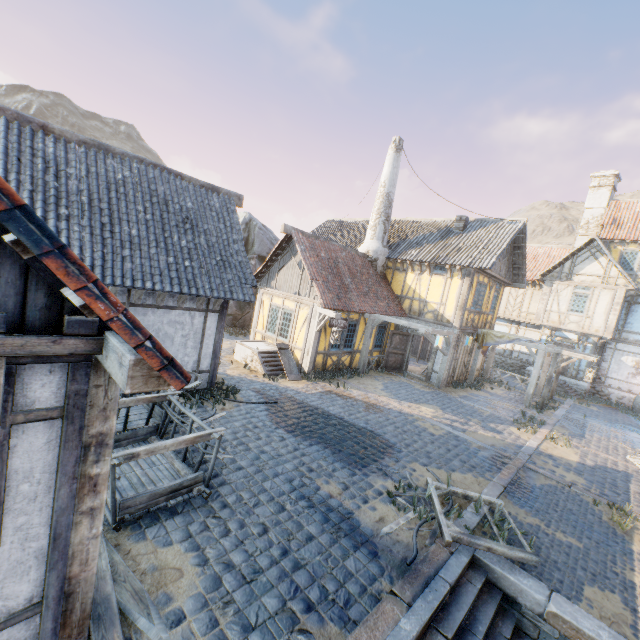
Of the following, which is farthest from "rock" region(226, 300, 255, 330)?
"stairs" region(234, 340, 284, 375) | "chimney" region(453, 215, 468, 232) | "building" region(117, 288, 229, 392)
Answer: "chimney" region(453, 215, 468, 232)

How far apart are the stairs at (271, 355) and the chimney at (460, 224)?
11.2m

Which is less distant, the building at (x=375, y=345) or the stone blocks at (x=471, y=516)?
the stone blocks at (x=471, y=516)

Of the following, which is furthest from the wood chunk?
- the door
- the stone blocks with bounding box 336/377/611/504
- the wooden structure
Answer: the door

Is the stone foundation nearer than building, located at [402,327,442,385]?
No

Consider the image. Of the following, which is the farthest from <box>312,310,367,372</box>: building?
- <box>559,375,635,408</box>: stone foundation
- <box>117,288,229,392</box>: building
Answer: <box>559,375,635,408</box>: stone foundation

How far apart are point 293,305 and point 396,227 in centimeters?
1006cm

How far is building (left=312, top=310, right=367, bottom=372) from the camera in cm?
1320
